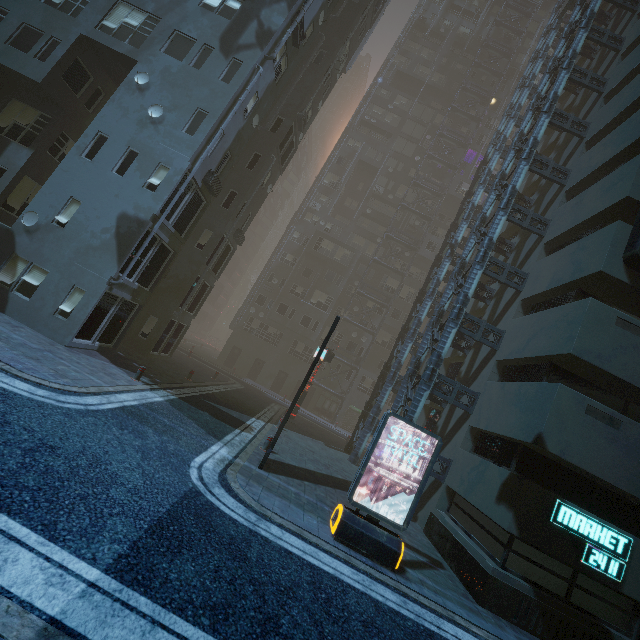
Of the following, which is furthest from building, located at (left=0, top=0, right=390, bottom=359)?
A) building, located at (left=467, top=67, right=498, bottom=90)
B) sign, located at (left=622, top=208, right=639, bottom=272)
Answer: building, located at (left=467, top=67, right=498, bottom=90)

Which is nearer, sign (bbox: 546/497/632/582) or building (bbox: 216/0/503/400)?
sign (bbox: 546/497/632/582)

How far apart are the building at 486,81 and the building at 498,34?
5.22m

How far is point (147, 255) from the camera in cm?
1402

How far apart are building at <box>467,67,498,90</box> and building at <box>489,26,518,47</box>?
5.2 meters

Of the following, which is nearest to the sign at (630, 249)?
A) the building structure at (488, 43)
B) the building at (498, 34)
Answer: the building structure at (488, 43)

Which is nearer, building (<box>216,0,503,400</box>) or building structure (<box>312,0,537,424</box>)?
building structure (<box>312,0,537,424</box>)
